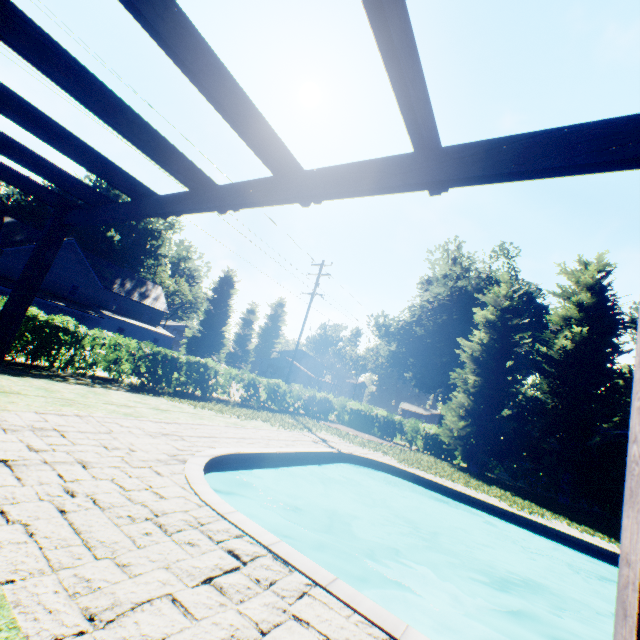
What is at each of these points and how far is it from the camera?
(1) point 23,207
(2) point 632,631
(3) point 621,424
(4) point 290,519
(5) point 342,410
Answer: (1) plant, 48.0 meters
(2) veranda, 0.6 meters
(3) plant, 50.2 meters
(4) swimming pool, 10.1 meters
(5) hedge, 26.4 meters

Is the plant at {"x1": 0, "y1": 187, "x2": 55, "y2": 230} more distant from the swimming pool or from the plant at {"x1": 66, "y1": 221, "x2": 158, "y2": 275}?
the swimming pool

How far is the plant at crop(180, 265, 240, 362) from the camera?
46.06m

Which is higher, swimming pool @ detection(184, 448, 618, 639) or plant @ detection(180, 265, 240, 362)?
plant @ detection(180, 265, 240, 362)

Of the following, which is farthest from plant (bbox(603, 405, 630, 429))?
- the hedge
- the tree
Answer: the hedge

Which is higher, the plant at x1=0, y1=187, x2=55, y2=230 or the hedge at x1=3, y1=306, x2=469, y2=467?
the plant at x1=0, y1=187, x2=55, y2=230

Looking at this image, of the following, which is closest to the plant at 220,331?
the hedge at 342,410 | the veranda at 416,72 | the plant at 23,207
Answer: the hedge at 342,410

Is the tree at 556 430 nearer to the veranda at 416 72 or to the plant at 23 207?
the veranda at 416 72
